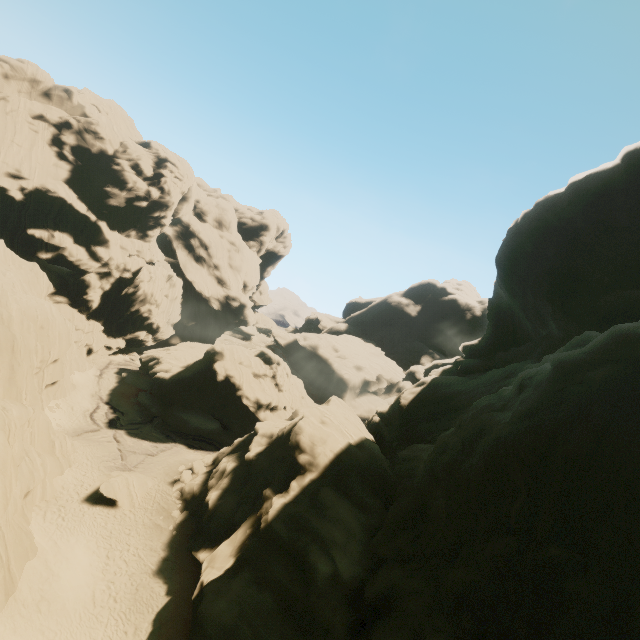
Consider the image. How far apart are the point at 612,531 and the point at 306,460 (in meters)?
18.92

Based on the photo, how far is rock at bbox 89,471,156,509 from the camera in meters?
25.8

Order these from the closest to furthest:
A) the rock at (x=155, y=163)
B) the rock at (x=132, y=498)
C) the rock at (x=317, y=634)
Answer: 1. the rock at (x=317, y=634)
2. the rock at (x=155, y=163)
3. the rock at (x=132, y=498)

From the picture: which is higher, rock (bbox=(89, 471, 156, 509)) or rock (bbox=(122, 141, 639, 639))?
rock (bbox=(122, 141, 639, 639))

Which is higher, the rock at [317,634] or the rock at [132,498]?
the rock at [317,634]

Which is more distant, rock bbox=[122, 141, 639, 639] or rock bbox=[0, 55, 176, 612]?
rock bbox=[0, 55, 176, 612]

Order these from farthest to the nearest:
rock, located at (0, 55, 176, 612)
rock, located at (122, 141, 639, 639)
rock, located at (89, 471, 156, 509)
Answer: rock, located at (89, 471, 156, 509), rock, located at (0, 55, 176, 612), rock, located at (122, 141, 639, 639)
